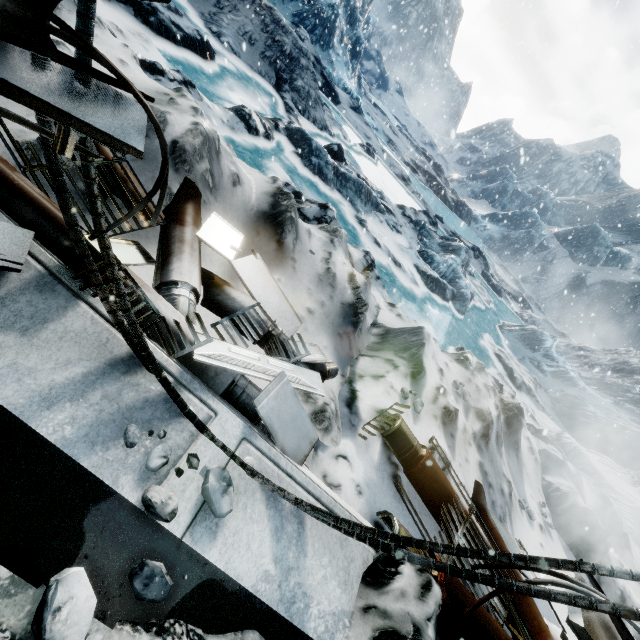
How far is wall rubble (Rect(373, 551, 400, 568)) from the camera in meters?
1.8

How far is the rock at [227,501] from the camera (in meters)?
1.39

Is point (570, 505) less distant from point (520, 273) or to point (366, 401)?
point (366, 401)

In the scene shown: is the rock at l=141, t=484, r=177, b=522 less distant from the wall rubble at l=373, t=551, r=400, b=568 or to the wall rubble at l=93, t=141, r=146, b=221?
the wall rubble at l=93, t=141, r=146, b=221

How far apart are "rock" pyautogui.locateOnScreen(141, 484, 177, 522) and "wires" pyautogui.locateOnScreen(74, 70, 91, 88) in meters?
0.1 m

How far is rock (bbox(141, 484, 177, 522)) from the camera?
1.3 meters

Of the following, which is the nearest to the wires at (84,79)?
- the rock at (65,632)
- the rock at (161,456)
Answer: the rock at (161,456)

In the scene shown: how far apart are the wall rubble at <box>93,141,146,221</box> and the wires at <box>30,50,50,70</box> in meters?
0.8
